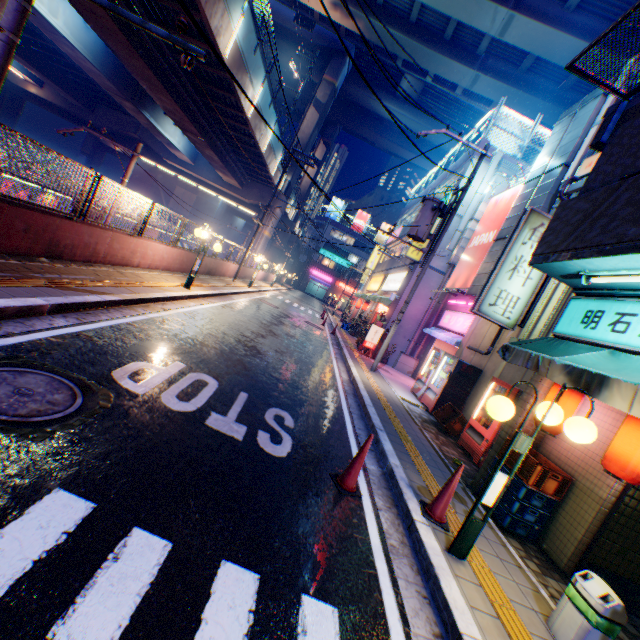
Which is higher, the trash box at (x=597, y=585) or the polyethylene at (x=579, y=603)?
the trash box at (x=597, y=585)

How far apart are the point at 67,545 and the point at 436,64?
35.4 meters

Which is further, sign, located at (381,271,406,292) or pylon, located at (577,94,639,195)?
sign, located at (381,271,406,292)

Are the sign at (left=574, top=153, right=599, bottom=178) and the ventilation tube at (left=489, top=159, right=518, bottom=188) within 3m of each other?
no

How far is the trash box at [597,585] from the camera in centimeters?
304cm

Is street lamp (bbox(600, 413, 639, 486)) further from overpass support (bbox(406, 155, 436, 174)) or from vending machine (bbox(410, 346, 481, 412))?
overpass support (bbox(406, 155, 436, 174))

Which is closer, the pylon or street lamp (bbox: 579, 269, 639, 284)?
street lamp (bbox: 579, 269, 639, 284)

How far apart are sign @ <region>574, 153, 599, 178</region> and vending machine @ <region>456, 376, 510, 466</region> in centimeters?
657cm
